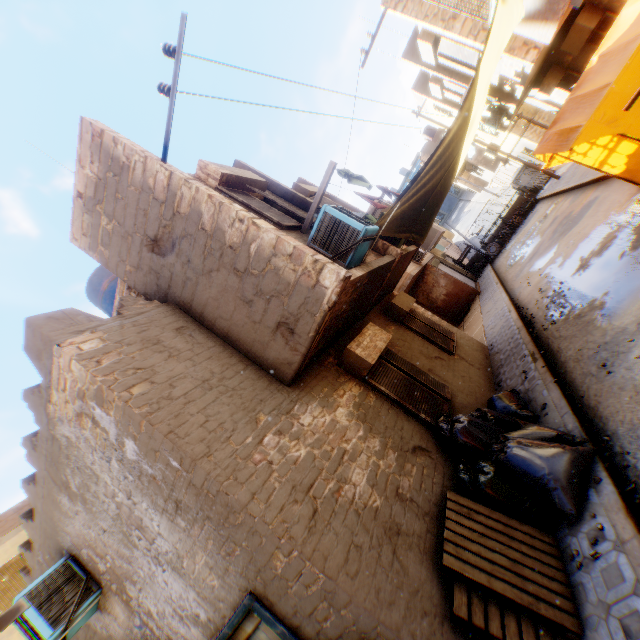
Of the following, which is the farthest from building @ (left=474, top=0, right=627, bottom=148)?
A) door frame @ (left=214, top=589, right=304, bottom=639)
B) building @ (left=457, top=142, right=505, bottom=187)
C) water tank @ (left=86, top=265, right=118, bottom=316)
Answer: building @ (left=457, top=142, right=505, bottom=187)

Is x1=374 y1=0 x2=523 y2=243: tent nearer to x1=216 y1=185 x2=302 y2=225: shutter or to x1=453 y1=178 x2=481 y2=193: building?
x1=453 y1=178 x2=481 y2=193: building

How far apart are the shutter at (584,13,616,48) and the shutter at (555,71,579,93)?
2.06m

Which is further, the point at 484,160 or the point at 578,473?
the point at 484,160

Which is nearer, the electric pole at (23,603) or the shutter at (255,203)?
the electric pole at (23,603)

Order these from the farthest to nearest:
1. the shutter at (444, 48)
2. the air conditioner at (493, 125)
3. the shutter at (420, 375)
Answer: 1. the air conditioner at (493, 125)
2. the shutter at (444, 48)
3. the shutter at (420, 375)

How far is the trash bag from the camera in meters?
→ 3.8 m

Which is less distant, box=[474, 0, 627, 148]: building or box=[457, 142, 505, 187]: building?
box=[474, 0, 627, 148]: building
